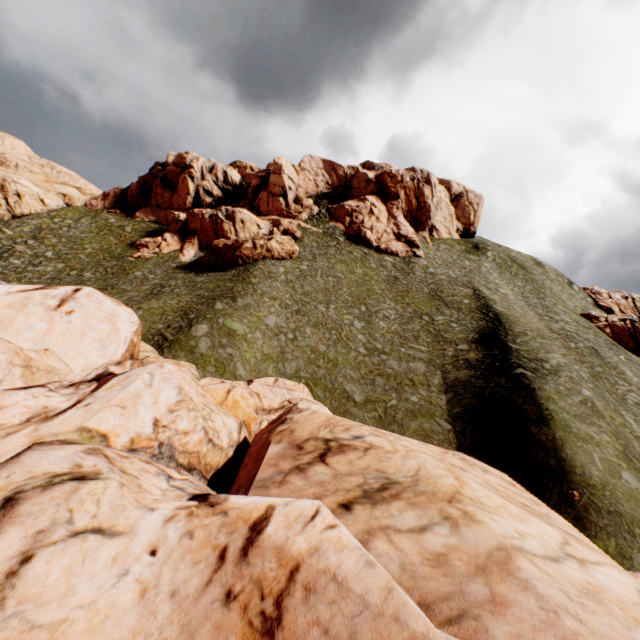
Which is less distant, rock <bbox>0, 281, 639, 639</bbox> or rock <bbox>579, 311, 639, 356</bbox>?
rock <bbox>0, 281, 639, 639</bbox>

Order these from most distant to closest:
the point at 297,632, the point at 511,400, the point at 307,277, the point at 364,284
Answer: the point at 364,284, the point at 307,277, the point at 511,400, the point at 297,632

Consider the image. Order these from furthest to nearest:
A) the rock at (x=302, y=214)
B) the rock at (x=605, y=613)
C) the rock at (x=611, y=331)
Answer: the rock at (x=611, y=331) < the rock at (x=302, y=214) < the rock at (x=605, y=613)

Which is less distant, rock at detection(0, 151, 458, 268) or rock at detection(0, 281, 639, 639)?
rock at detection(0, 281, 639, 639)

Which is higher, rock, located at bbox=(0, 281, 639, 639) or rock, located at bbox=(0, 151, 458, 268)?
rock, located at bbox=(0, 151, 458, 268)

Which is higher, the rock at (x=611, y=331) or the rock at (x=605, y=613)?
the rock at (x=611, y=331)

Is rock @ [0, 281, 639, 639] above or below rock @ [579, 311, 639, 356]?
below
